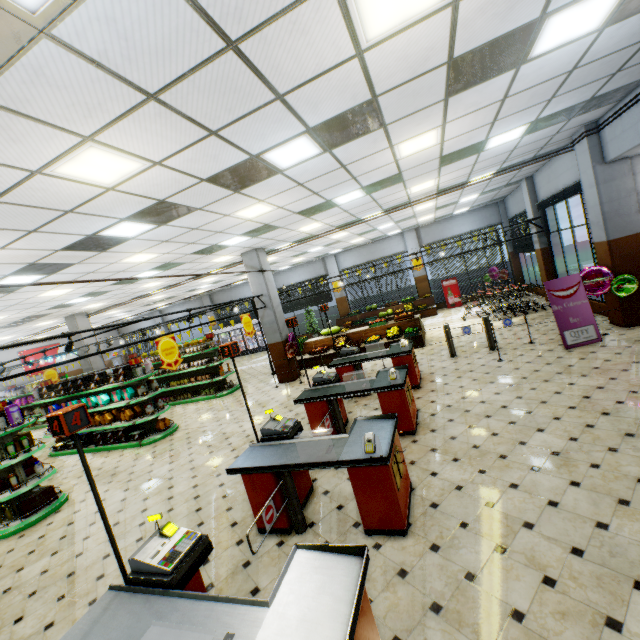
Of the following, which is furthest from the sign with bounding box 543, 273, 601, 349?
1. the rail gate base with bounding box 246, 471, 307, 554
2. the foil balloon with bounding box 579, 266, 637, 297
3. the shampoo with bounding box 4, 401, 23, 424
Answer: the shampoo with bounding box 4, 401, 23, 424

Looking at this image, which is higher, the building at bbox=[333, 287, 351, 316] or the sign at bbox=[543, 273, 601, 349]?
the building at bbox=[333, 287, 351, 316]

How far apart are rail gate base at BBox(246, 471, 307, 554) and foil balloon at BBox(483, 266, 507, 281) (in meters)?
16.43

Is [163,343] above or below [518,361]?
above

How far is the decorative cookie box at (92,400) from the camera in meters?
9.6 m

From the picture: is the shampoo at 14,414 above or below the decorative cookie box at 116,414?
above

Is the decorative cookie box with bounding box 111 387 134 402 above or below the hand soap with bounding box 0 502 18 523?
above

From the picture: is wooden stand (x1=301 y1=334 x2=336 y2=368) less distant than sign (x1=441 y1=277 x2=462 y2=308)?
Yes
